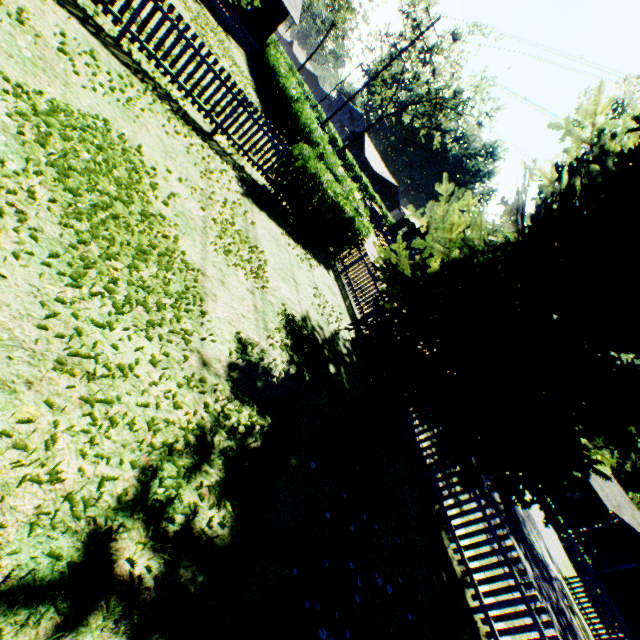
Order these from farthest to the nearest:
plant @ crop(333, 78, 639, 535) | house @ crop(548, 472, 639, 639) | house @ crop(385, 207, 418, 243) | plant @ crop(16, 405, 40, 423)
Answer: house @ crop(385, 207, 418, 243)
house @ crop(548, 472, 639, 639)
plant @ crop(333, 78, 639, 535)
plant @ crop(16, 405, 40, 423)

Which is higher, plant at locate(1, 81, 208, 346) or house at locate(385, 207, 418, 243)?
house at locate(385, 207, 418, 243)

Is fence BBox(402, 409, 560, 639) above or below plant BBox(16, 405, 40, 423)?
above

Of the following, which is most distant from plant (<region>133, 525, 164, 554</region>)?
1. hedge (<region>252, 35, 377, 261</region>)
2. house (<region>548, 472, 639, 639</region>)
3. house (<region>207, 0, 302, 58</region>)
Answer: house (<region>548, 472, 639, 639</region>)

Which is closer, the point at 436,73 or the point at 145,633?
the point at 145,633

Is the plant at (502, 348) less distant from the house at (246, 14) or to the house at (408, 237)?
the house at (246, 14)

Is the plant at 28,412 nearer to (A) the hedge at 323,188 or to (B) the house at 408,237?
(A) the hedge at 323,188

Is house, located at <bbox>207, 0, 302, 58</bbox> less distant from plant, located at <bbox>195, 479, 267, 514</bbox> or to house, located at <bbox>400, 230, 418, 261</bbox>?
plant, located at <bbox>195, 479, 267, 514</bbox>
